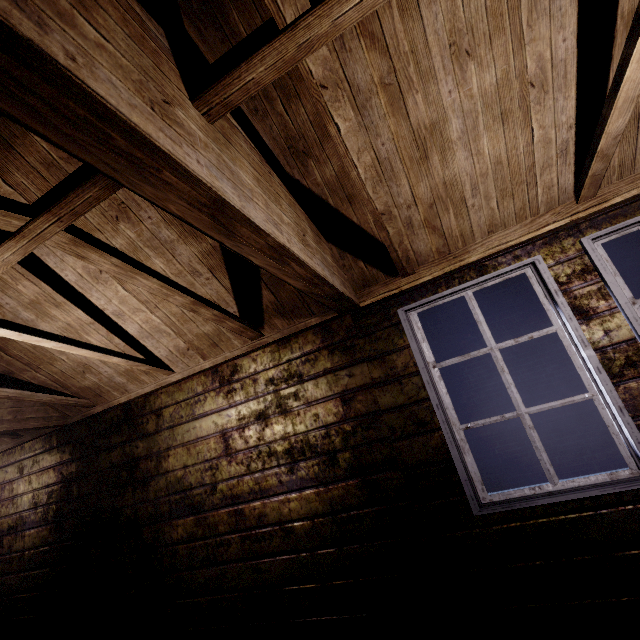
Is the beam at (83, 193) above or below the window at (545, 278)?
above

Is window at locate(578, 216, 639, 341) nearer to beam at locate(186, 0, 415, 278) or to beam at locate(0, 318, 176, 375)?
beam at locate(186, 0, 415, 278)

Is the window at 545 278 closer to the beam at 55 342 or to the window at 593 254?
the window at 593 254

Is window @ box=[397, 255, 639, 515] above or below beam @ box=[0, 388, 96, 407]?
below

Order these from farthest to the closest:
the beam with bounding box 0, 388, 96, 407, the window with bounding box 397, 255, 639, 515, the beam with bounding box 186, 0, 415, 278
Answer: the beam with bounding box 0, 388, 96, 407, the window with bounding box 397, 255, 639, 515, the beam with bounding box 186, 0, 415, 278

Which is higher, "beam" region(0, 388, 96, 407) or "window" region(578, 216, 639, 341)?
"beam" region(0, 388, 96, 407)

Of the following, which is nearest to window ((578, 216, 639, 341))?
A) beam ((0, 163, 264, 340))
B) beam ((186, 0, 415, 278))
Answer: beam ((186, 0, 415, 278))

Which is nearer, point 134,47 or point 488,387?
point 134,47
